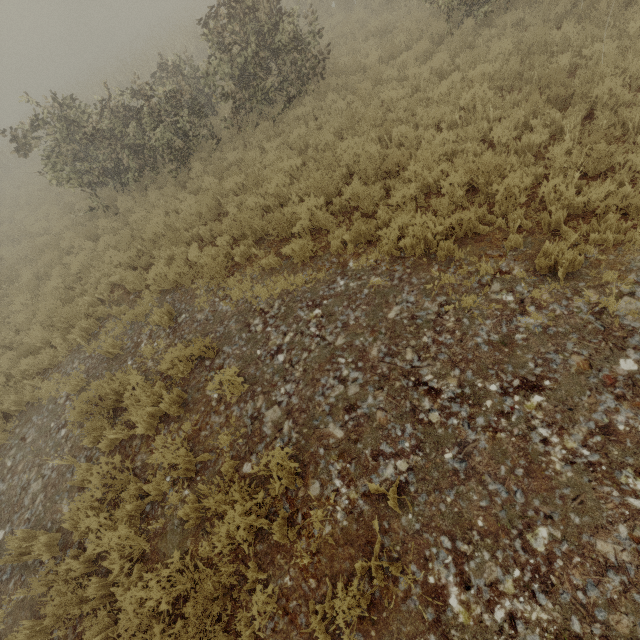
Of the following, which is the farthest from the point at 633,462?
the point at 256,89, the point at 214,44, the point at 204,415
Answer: the point at 214,44
